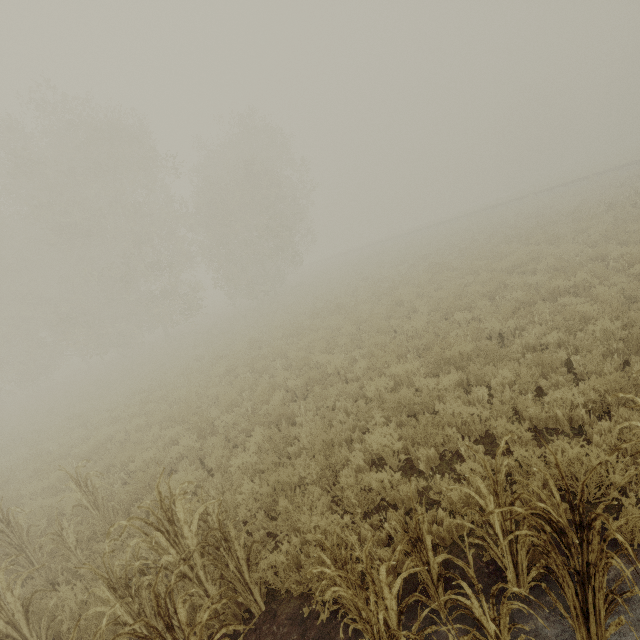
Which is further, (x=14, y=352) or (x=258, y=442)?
(x=14, y=352)

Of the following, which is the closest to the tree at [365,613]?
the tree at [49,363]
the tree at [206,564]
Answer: the tree at [206,564]

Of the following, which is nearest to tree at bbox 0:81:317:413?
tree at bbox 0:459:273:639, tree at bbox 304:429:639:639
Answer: tree at bbox 0:459:273:639

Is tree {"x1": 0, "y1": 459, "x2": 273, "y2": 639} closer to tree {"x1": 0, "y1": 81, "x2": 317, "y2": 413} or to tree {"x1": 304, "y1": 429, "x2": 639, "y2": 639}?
tree {"x1": 304, "y1": 429, "x2": 639, "y2": 639}

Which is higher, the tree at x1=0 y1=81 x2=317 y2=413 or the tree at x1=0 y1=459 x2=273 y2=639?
the tree at x1=0 y1=81 x2=317 y2=413

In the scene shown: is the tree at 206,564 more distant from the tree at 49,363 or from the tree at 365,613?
the tree at 49,363
